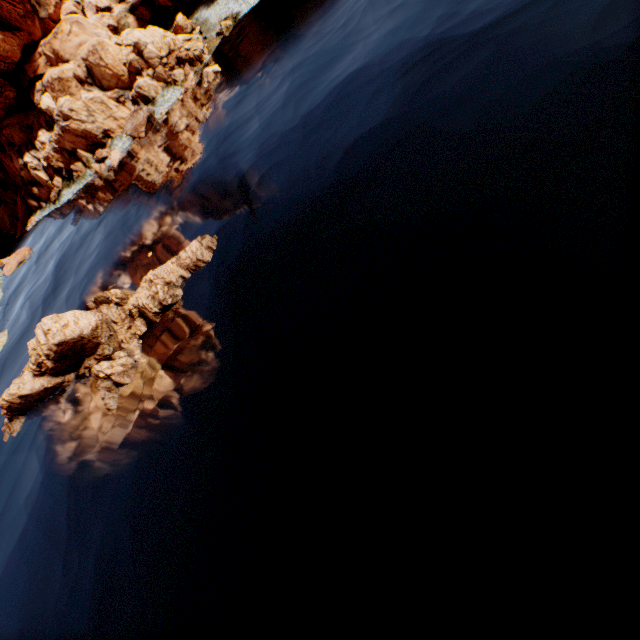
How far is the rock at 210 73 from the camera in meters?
32.7 m

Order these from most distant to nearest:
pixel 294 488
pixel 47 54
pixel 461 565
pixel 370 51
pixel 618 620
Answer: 1. pixel 47 54
2. pixel 370 51
3. pixel 294 488
4. pixel 461 565
5. pixel 618 620

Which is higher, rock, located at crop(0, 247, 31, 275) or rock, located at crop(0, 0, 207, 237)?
rock, located at crop(0, 0, 207, 237)

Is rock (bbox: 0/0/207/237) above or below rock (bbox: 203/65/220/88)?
above

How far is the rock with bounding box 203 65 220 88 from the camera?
32.7m

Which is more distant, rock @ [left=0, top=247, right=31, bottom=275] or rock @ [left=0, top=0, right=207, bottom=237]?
rock @ [left=0, top=247, right=31, bottom=275]

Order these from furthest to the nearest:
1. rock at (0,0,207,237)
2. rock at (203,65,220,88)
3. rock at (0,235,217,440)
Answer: rock at (0,0,207,237)
rock at (203,65,220,88)
rock at (0,235,217,440)

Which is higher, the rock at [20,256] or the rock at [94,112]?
the rock at [94,112]
